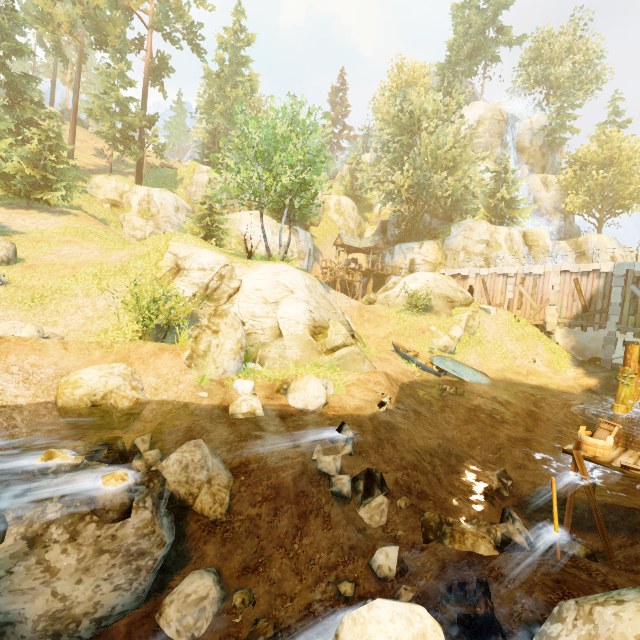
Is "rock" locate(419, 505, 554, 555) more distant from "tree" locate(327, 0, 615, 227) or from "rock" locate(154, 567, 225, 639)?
"tree" locate(327, 0, 615, 227)

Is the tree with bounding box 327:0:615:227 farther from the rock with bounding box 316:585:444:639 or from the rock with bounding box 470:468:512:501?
the rock with bounding box 470:468:512:501

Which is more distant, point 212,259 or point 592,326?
point 592,326

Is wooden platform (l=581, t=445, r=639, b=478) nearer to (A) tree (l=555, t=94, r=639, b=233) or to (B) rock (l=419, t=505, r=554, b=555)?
(B) rock (l=419, t=505, r=554, b=555)

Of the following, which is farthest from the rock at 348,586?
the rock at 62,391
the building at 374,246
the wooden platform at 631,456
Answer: the building at 374,246

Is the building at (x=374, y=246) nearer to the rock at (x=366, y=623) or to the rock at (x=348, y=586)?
the rock at (x=348, y=586)

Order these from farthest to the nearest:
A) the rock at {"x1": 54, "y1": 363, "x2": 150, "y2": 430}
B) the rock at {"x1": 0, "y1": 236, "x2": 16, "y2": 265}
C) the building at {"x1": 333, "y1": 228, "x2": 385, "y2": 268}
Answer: the building at {"x1": 333, "y1": 228, "x2": 385, "y2": 268} < the rock at {"x1": 0, "y1": 236, "x2": 16, "y2": 265} < the rock at {"x1": 54, "y1": 363, "x2": 150, "y2": 430}

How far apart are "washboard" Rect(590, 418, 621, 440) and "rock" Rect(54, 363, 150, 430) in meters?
12.2
